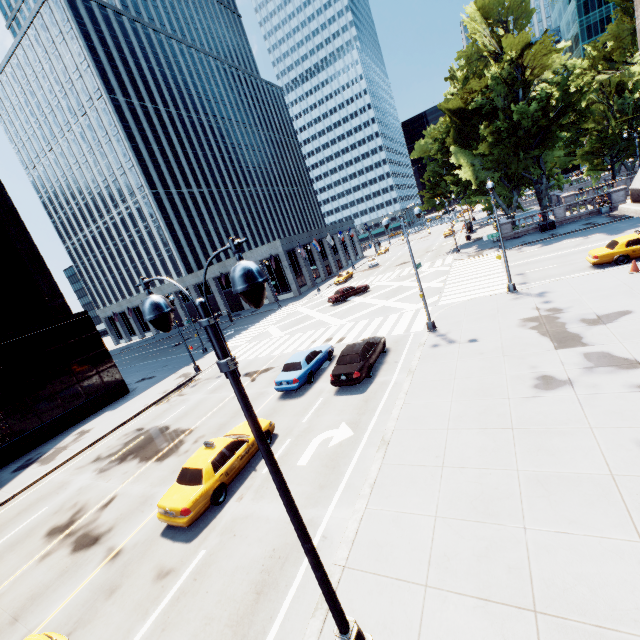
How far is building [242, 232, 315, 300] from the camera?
53.4m

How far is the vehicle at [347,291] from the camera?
37.1m

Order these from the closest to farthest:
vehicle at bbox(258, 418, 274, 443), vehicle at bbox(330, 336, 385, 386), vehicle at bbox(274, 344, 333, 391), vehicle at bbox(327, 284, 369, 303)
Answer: vehicle at bbox(258, 418, 274, 443) → vehicle at bbox(330, 336, 385, 386) → vehicle at bbox(274, 344, 333, 391) → vehicle at bbox(327, 284, 369, 303)

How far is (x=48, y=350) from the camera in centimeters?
2569cm

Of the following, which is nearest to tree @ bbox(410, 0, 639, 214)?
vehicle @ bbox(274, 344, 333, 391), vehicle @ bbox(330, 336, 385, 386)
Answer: vehicle @ bbox(330, 336, 385, 386)

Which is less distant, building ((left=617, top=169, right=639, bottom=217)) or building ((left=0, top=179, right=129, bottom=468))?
building ((left=617, top=169, right=639, bottom=217))

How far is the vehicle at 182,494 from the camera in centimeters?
1045cm

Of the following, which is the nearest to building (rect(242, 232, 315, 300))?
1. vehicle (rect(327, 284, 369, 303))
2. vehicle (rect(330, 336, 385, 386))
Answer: vehicle (rect(327, 284, 369, 303))
